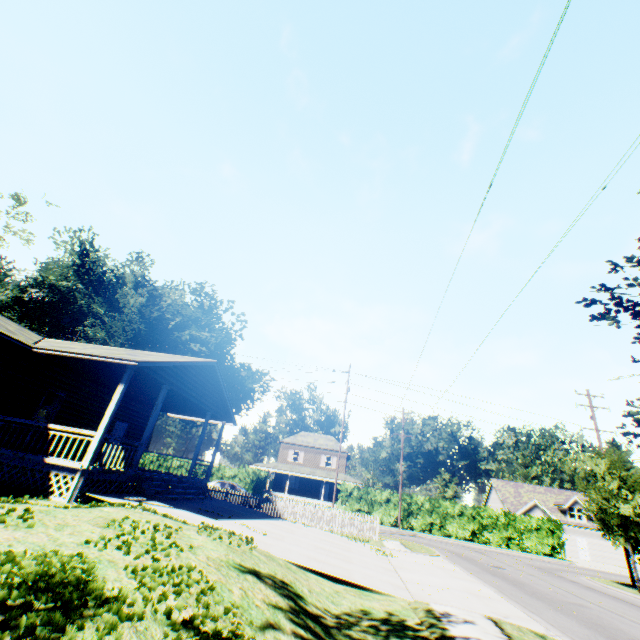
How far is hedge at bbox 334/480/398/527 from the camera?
33.4m

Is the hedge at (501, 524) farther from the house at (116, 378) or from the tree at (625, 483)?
the house at (116, 378)

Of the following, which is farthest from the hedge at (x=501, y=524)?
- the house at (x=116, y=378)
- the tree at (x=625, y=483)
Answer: the house at (x=116, y=378)

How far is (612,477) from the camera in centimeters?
1900cm

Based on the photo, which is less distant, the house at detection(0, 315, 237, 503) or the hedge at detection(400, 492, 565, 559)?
the house at detection(0, 315, 237, 503)

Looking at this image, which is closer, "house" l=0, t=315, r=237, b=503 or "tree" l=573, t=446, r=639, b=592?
"house" l=0, t=315, r=237, b=503

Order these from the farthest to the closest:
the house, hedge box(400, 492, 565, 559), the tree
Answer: hedge box(400, 492, 565, 559)
the tree
the house
